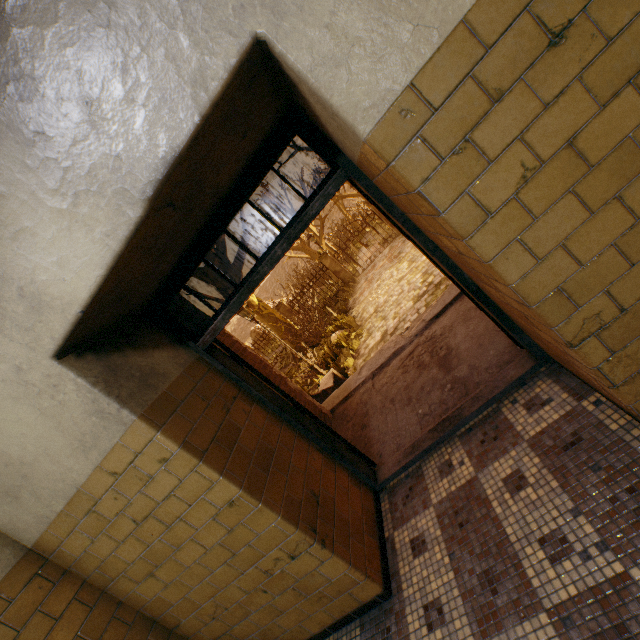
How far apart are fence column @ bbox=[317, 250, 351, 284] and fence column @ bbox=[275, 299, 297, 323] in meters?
3.3 m

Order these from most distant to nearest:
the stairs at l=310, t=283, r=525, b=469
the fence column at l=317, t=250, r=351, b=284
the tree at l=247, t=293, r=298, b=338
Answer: the fence column at l=317, t=250, r=351, b=284, the tree at l=247, t=293, r=298, b=338, the stairs at l=310, t=283, r=525, b=469

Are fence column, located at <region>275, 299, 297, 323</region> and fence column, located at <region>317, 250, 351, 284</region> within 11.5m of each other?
yes

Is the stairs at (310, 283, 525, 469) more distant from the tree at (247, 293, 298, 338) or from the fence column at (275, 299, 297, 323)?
the tree at (247, 293, 298, 338)

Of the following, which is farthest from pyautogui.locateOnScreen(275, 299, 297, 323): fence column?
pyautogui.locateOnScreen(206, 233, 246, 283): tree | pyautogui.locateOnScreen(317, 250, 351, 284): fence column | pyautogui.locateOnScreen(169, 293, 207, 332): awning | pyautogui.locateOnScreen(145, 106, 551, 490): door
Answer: pyautogui.locateOnScreen(206, 233, 246, 283): tree

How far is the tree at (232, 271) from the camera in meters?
14.0 m

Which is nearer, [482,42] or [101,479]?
[482,42]

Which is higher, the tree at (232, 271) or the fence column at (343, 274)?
the tree at (232, 271)
